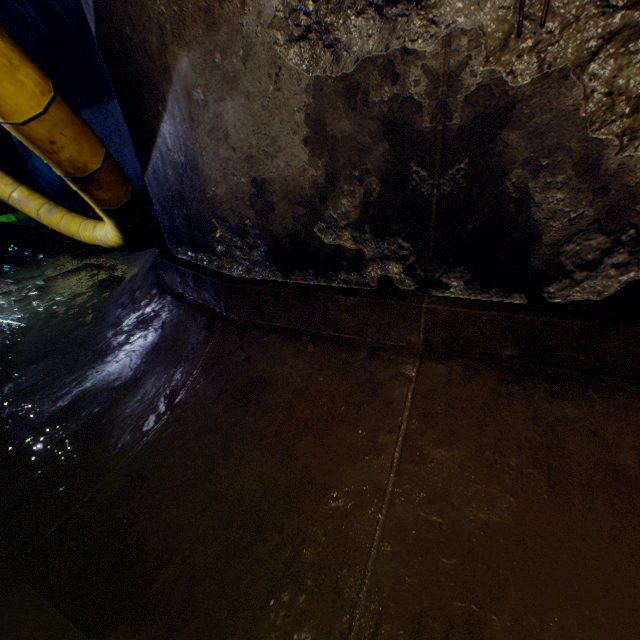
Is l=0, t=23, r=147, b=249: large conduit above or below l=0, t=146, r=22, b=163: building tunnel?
below

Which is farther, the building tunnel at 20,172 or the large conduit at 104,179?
the building tunnel at 20,172

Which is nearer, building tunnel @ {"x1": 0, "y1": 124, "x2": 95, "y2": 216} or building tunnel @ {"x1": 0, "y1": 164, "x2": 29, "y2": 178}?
building tunnel @ {"x1": 0, "y1": 124, "x2": 95, "y2": 216}

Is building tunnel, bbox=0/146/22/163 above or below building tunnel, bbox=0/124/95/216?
above

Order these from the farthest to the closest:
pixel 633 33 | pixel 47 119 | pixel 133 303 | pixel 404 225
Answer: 1. pixel 133 303
2. pixel 47 119
3. pixel 404 225
4. pixel 633 33

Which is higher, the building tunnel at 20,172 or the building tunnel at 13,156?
the building tunnel at 13,156

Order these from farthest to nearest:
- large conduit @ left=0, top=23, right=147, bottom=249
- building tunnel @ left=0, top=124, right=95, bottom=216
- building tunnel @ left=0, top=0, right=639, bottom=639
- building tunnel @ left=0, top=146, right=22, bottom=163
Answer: building tunnel @ left=0, top=146, right=22, bottom=163, building tunnel @ left=0, top=124, right=95, bottom=216, large conduit @ left=0, top=23, right=147, bottom=249, building tunnel @ left=0, top=0, right=639, bottom=639
